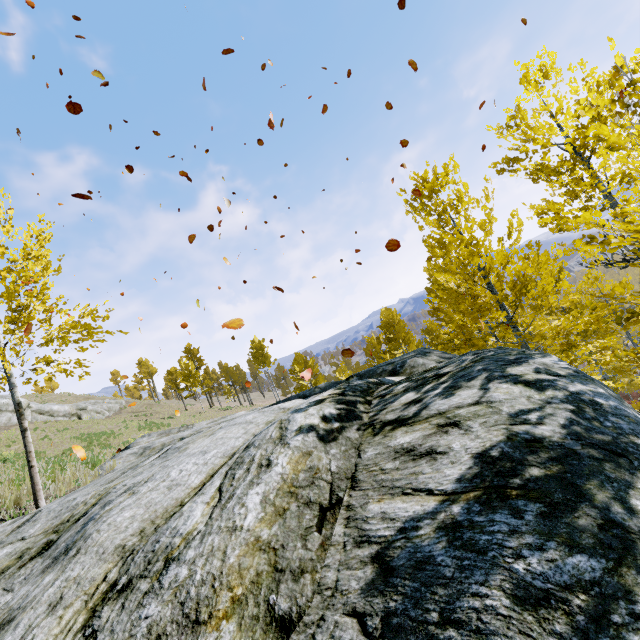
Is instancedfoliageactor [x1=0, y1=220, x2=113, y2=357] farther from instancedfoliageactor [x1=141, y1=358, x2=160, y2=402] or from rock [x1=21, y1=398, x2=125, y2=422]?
instancedfoliageactor [x1=141, y1=358, x2=160, y2=402]

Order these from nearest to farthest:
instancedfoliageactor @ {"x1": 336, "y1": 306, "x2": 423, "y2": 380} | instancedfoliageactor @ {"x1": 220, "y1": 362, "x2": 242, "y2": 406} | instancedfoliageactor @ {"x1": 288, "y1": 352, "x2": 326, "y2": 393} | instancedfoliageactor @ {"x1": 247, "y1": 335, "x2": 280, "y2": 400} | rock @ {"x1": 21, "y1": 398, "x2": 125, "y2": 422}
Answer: instancedfoliageactor @ {"x1": 336, "y1": 306, "x2": 423, "y2": 380}, instancedfoliageactor @ {"x1": 288, "y1": 352, "x2": 326, "y2": 393}, rock @ {"x1": 21, "y1": 398, "x2": 125, "y2": 422}, instancedfoliageactor @ {"x1": 247, "y1": 335, "x2": 280, "y2": 400}, instancedfoliageactor @ {"x1": 220, "y1": 362, "x2": 242, "y2": 406}

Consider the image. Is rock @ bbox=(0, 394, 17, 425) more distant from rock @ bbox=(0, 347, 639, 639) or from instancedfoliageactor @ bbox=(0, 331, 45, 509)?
rock @ bbox=(0, 347, 639, 639)

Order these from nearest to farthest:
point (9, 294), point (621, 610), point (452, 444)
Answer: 1. point (621, 610)
2. point (452, 444)
3. point (9, 294)

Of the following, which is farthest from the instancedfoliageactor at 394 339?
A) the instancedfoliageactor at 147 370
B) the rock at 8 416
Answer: the instancedfoliageactor at 147 370

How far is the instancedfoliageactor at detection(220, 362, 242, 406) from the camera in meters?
53.3 m

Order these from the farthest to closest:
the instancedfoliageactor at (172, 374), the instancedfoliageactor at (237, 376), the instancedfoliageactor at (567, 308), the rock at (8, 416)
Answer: the instancedfoliageactor at (237, 376) → the instancedfoliageactor at (172, 374) → the rock at (8, 416) → the instancedfoliageactor at (567, 308)
